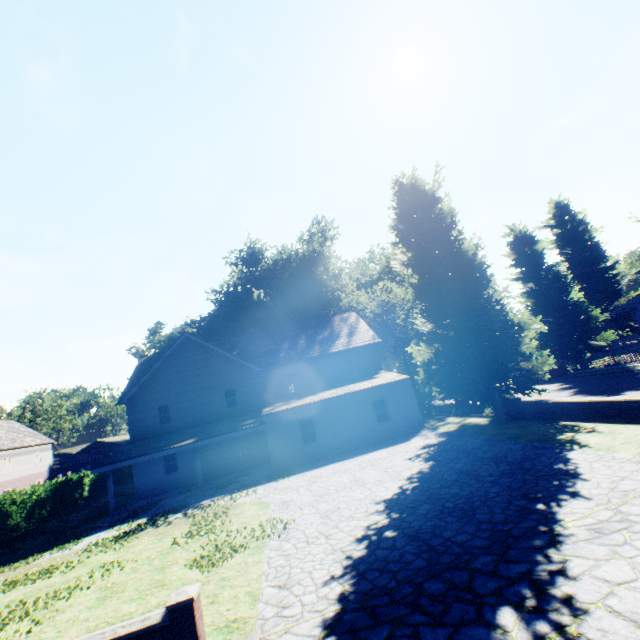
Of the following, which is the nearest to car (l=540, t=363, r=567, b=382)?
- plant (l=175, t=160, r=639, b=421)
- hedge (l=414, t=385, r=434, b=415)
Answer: plant (l=175, t=160, r=639, b=421)

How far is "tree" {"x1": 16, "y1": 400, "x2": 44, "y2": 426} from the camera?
55.0 meters

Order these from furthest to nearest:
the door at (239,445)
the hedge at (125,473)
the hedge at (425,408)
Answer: the hedge at (125,473), the hedge at (425,408), the door at (239,445)

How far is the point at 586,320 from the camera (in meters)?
29.83

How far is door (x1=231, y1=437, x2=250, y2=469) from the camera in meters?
24.0

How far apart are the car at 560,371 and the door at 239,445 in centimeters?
2562cm

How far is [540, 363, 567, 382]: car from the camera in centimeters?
2753cm

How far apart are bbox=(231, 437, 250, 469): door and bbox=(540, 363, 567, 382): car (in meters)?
25.62
